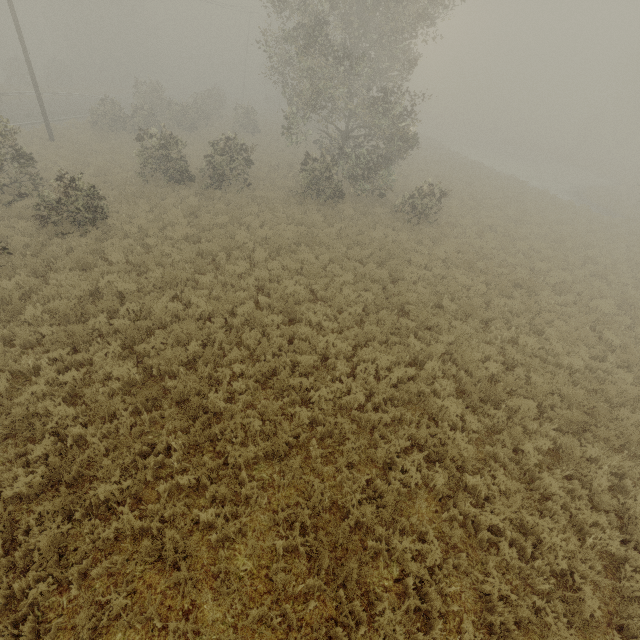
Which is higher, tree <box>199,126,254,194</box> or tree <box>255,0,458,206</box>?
tree <box>255,0,458,206</box>

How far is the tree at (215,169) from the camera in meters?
17.0 m

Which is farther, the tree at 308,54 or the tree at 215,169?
the tree at 215,169

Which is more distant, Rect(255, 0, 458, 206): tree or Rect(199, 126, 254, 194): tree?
Rect(199, 126, 254, 194): tree

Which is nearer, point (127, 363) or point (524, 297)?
point (127, 363)

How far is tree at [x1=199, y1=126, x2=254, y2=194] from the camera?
17.0 meters
